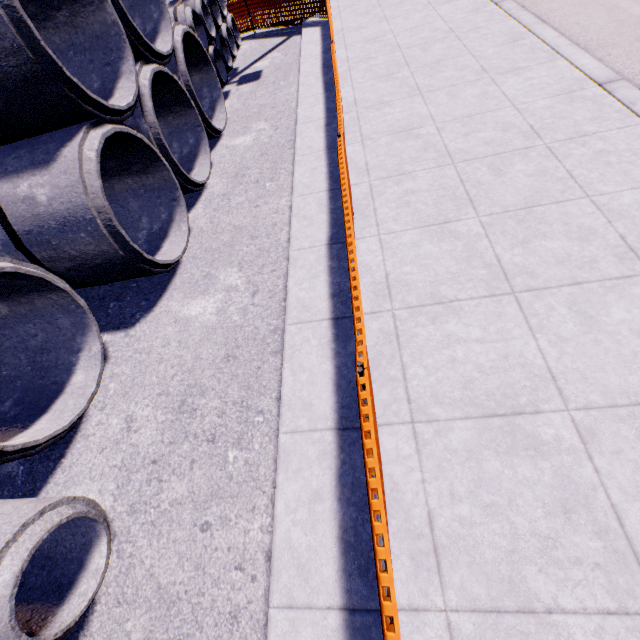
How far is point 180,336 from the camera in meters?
4.3

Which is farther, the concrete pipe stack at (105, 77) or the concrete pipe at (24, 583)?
the concrete pipe stack at (105, 77)

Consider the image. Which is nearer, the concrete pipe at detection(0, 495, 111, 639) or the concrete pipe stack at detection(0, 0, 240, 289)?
the concrete pipe at detection(0, 495, 111, 639)

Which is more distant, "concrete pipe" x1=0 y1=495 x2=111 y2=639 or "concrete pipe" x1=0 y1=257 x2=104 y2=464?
"concrete pipe" x1=0 y1=257 x2=104 y2=464

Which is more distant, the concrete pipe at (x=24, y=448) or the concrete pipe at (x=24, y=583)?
the concrete pipe at (x=24, y=448)
